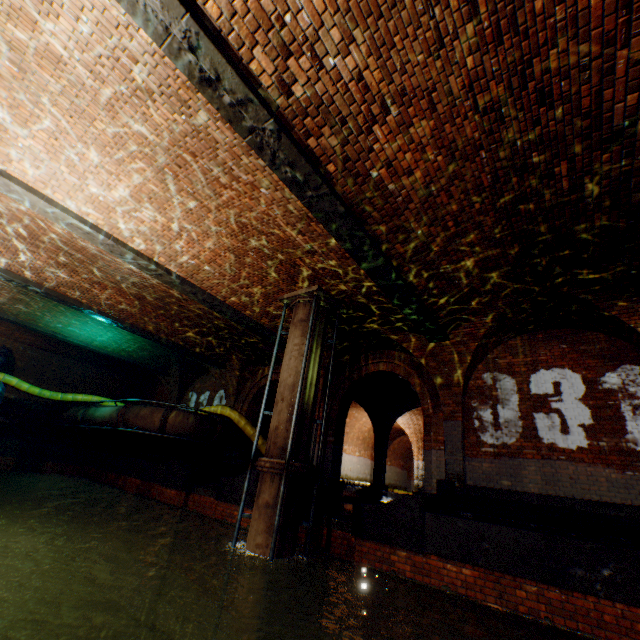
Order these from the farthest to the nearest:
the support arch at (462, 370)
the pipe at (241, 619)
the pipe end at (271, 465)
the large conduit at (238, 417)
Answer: the large conduit at (238, 417)
the support arch at (462, 370)
the pipe end at (271, 465)
the pipe at (241, 619)

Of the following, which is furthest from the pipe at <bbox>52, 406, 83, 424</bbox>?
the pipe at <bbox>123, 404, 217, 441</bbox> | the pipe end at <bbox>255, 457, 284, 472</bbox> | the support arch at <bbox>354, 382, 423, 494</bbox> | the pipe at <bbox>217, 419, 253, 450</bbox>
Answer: the pipe end at <bbox>255, 457, 284, 472</bbox>

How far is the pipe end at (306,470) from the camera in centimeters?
677cm

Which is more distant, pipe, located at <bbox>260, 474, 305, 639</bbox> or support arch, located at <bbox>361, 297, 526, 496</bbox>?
support arch, located at <bbox>361, 297, 526, 496</bbox>

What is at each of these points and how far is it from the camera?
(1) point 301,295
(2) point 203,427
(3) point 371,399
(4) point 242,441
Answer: (1) pipe end, 8.7m
(2) pipe, 12.0m
(3) support arch, 15.8m
(4) pipe, 13.4m

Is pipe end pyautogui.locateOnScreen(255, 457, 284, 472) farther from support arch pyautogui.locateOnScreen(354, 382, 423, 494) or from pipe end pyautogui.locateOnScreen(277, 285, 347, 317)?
support arch pyautogui.locateOnScreen(354, 382, 423, 494)

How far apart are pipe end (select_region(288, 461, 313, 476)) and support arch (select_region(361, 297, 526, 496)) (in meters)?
3.67

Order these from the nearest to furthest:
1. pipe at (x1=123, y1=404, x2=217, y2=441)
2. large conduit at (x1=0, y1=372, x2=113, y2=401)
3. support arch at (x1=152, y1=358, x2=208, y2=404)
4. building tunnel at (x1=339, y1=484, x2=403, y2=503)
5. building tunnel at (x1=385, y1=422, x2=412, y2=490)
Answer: building tunnel at (x1=339, y1=484, x2=403, y2=503) < pipe at (x1=123, y1=404, x2=217, y2=441) < large conduit at (x1=0, y1=372, x2=113, y2=401) < support arch at (x1=152, y1=358, x2=208, y2=404) < building tunnel at (x1=385, y1=422, x2=412, y2=490)
